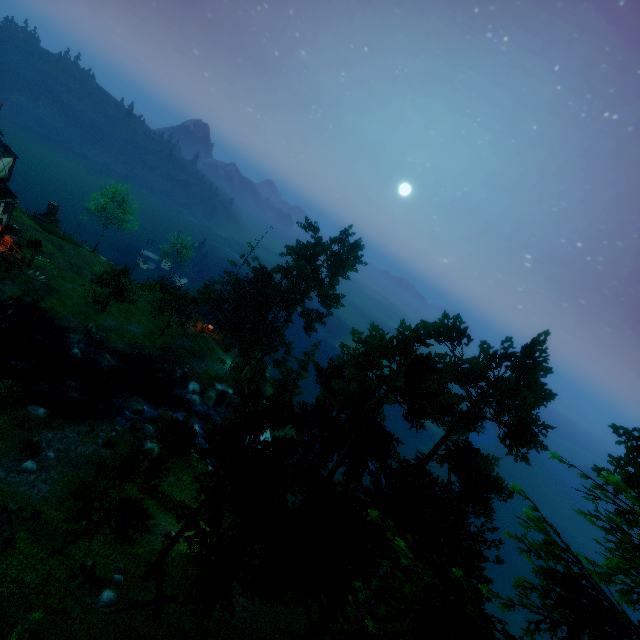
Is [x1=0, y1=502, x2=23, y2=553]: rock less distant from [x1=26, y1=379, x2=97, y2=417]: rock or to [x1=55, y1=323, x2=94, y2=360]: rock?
[x1=26, y1=379, x2=97, y2=417]: rock

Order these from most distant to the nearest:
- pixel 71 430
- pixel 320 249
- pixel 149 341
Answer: pixel 320 249, pixel 149 341, pixel 71 430

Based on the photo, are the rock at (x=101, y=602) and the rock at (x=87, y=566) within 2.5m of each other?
yes

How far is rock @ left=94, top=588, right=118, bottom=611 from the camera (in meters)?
15.95

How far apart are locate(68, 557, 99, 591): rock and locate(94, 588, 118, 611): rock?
0.68m

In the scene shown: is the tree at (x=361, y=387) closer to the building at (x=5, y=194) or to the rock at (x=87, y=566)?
the rock at (x=87, y=566)

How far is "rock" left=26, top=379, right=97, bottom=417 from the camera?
27.8m

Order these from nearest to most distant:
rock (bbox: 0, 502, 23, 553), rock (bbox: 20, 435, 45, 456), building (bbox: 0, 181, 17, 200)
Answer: rock (bbox: 0, 502, 23, 553) < rock (bbox: 20, 435, 45, 456) < building (bbox: 0, 181, 17, 200)
